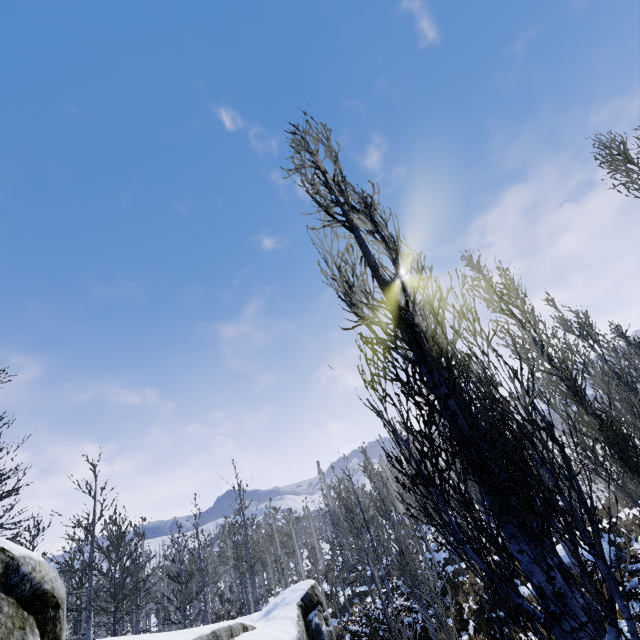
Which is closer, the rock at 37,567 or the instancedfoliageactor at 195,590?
the instancedfoliageactor at 195,590

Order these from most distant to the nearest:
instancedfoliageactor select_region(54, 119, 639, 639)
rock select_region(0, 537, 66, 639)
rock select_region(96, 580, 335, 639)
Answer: rock select_region(96, 580, 335, 639)
rock select_region(0, 537, 66, 639)
instancedfoliageactor select_region(54, 119, 639, 639)

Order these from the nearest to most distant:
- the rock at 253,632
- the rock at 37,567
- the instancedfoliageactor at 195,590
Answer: the instancedfoliageactor at 195,590 < the rock at 37,567 < the rock at 253,632

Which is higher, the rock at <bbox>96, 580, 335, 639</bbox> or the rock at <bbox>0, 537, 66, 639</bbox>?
the rock at <bbox>0, 537, 66, 639</bbox>

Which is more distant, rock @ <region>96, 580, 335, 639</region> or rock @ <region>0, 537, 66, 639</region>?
rock @ <region>96, 580, 335, 639</region>

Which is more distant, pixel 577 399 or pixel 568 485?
pixel 568 485

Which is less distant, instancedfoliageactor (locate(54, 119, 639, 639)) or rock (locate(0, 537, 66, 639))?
instancedfoliageactor (locate(54, 119, 639, 639))
